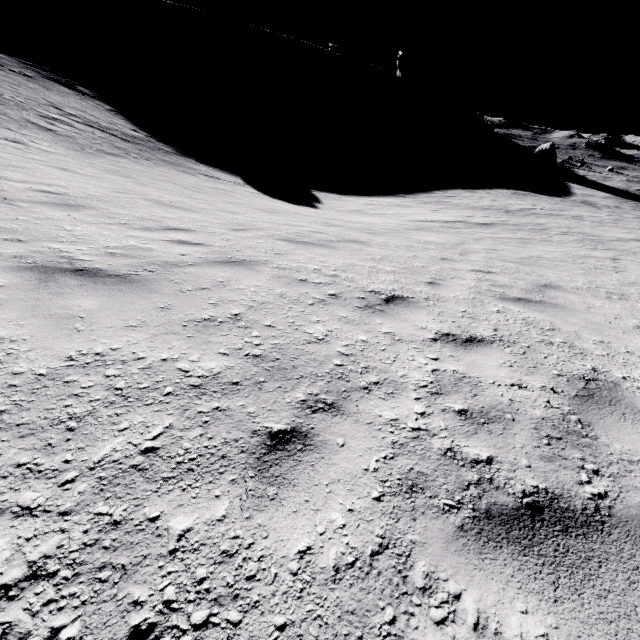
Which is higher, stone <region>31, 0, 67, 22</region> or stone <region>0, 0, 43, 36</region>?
stone <region>31, 0, 67, 22</region>

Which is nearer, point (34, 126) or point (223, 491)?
point (223, 491)

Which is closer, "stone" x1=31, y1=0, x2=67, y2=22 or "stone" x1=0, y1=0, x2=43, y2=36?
"stone" x1=0, y1=0, x2=43, y2=36

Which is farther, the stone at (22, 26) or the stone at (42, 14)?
the stone at (42, 14)

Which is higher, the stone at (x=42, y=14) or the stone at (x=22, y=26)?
the stone at (x=42, y=14)
